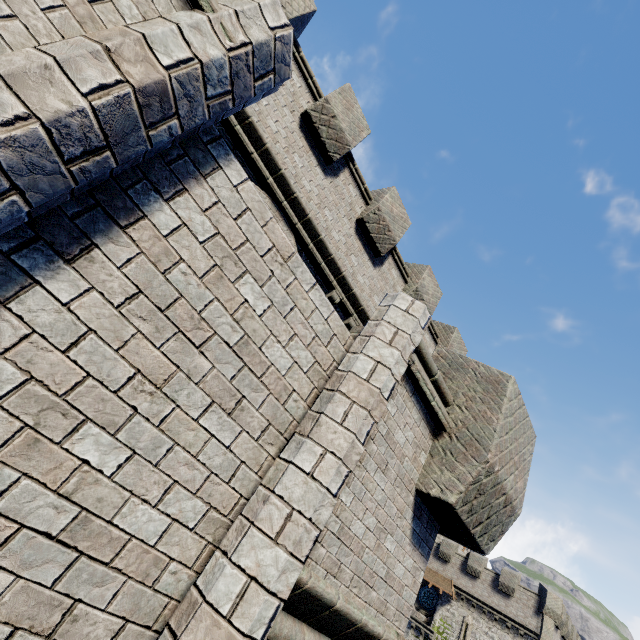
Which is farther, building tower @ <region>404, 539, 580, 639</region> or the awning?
the awning

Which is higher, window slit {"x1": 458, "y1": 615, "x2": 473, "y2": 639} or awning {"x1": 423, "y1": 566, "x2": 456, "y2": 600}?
awning {"x1": 423, "y1": 566, "x2": 456, "y2": 600}

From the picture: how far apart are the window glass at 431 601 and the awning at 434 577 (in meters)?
1.35

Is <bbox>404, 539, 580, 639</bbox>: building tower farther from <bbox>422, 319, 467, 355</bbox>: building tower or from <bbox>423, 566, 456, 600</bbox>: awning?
<bbox>422, 319, 467, 355</bbox>: building tower

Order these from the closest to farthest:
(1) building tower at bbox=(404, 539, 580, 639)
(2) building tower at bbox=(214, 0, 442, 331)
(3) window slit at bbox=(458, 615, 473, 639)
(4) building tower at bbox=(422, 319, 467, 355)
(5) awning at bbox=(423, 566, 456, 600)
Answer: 1. (2) building tower at bbox=(214, 0, 442, 331)
2. (4) building tower at bbox=(422, 319, 467, 355)
3. (1) building tower at bbox=(404, 539, 580, 639)
4. (3) window slit at bbox=(458, 615, 473, 639)
5. (5) awning at bbox=(423, 566, 456, 600)

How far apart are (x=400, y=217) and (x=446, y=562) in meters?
39.4

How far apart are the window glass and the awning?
1.4 meters

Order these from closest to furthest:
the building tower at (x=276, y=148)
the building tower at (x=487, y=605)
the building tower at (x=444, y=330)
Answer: the building tower at (x=276, y=148) < the building tower at (x=444, y=330) < the building tower at (x=487, y=605)
